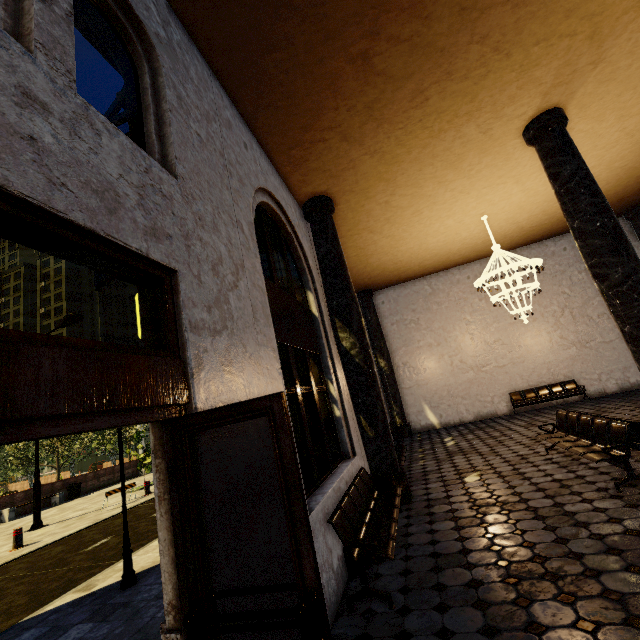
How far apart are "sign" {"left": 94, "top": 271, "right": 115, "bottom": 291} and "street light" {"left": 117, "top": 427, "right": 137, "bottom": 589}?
3.8 meters

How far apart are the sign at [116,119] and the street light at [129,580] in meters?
4.3 m

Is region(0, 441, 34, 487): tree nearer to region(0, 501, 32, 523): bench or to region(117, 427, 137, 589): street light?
region(0, 501, 32, 523): bench

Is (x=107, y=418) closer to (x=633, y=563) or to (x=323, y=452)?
(x=323, y=452)

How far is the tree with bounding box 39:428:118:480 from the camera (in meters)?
22.59

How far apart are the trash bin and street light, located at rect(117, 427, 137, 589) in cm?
1880

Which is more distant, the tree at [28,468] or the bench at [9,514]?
the tree at [28,468]

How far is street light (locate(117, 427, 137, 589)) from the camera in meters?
5.1
